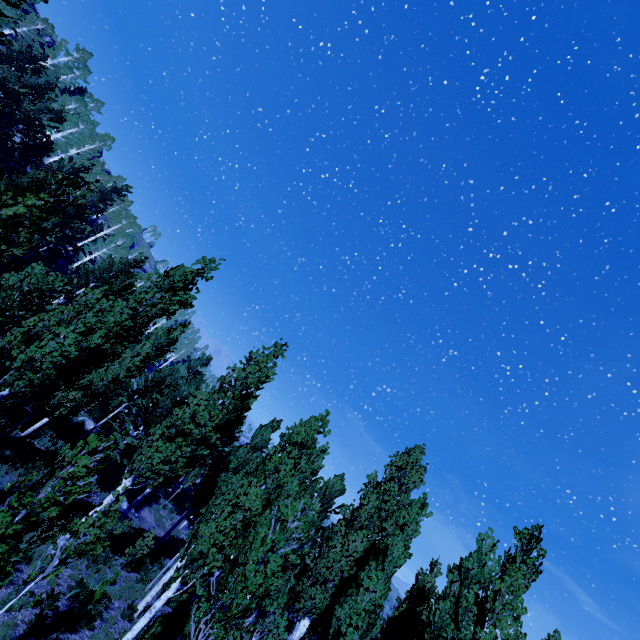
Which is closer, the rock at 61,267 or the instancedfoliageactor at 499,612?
the instancedfoliageactor at 499,612

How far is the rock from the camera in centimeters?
3291cm

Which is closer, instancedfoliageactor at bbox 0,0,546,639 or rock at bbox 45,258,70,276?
instancedfoliageactor at bbox 0,0,546,639

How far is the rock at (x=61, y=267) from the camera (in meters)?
32.91

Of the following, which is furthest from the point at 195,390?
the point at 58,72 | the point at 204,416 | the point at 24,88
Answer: the point at 58,72
